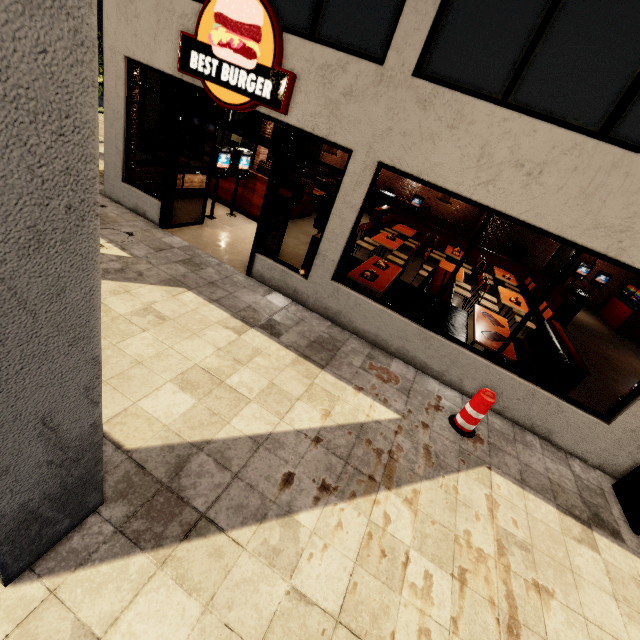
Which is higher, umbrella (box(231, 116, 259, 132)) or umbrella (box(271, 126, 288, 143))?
umbrella (box(231, 116, 259, 132))

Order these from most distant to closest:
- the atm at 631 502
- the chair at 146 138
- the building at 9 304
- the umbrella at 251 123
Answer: the umbrella at 251 123 → the chair at 146 138 → the atm at 631 502 → the building at 9 304

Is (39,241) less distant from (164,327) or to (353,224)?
(164,327)

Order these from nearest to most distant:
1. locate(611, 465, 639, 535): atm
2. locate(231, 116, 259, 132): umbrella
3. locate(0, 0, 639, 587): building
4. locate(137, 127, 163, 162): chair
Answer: locate(0, 0, 639, 587): building, locate(611, 465, 639, 535): atm, locate(137, 127, 163, 162): chair, locate(231, 116, 259, 132): umbrella

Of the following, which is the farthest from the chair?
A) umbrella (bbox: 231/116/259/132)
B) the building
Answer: umbrella (bbox: 231/116/259/132)

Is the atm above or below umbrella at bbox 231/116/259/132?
below

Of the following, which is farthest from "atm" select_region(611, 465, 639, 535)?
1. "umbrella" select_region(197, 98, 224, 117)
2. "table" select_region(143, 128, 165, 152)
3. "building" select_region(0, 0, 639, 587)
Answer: "table" select_region(143, 128, 165, 152)

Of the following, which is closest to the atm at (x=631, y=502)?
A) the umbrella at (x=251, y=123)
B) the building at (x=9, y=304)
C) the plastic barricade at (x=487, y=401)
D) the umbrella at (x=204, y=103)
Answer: the building at (x=9, y=304)
